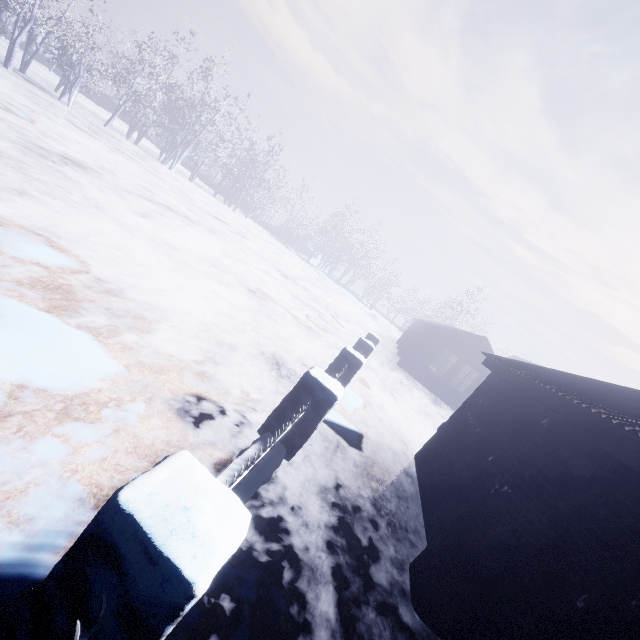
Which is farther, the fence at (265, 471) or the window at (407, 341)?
Answer: the window at (407, 341)

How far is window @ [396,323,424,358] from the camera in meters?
18.1

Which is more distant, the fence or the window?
the window

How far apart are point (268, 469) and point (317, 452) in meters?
1.2 m

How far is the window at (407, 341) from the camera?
18.1 meters
